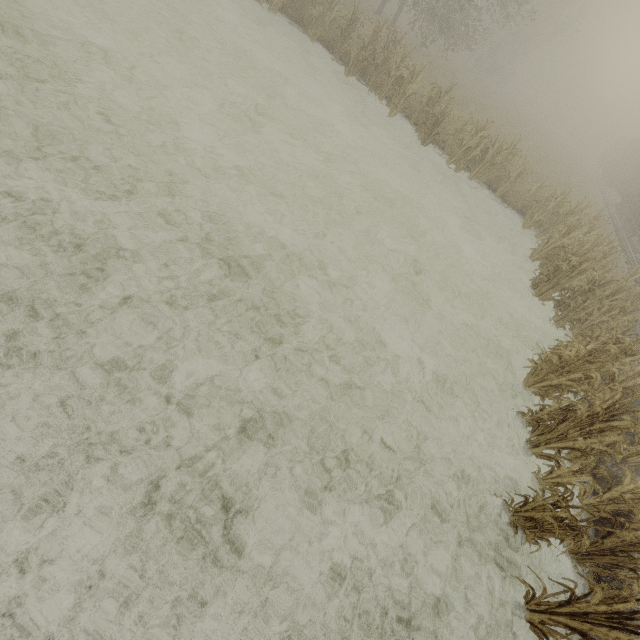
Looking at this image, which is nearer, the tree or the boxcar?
the tree

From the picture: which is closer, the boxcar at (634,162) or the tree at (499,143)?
the tree at (499,143)

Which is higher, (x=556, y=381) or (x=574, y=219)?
(x=574, y=219)
